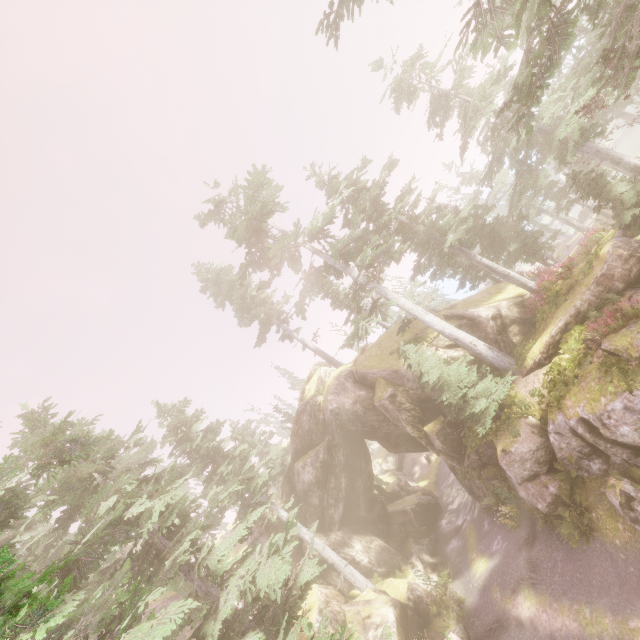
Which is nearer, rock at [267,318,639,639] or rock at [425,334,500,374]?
rock at [267,318,639,639]

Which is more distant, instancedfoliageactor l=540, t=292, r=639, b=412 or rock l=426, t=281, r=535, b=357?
rock l=426, t=281, r=535, b=357

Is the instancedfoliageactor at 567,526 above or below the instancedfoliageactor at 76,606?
below

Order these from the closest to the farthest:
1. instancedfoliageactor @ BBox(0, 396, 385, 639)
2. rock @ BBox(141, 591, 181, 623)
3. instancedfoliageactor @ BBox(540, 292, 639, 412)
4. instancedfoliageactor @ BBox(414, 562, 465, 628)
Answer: instancedfoliageactor @ BBox(0, 396, 385, 639) → instancedfoliageactor @ BBox(540, 292, 639, 412) → instancedfoliageactor @ BBox(414, 562, 465, 628) → rock @ BBox(141, 591, 181, 623)

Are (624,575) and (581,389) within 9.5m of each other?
yes

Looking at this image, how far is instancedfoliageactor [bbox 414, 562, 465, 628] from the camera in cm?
1692

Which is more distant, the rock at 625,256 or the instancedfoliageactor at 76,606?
the rock at 625,256
